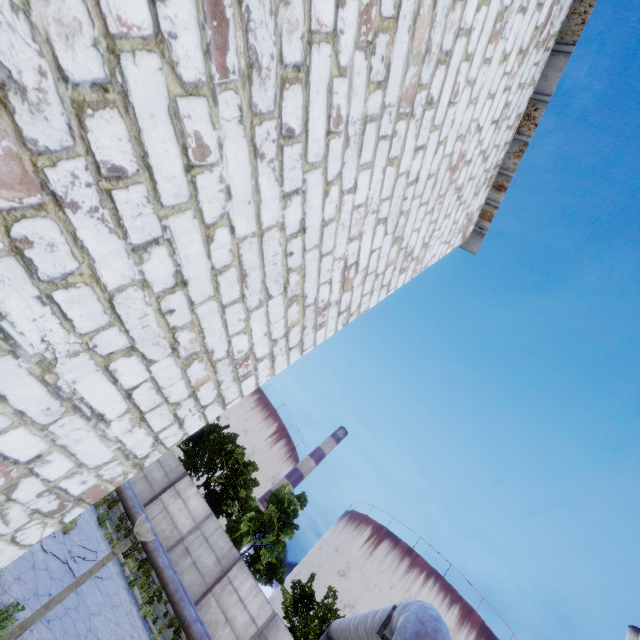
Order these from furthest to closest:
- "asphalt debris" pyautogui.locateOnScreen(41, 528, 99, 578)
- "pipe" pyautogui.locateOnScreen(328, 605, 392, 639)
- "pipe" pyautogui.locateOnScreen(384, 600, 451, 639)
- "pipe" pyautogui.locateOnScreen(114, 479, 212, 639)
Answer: "pipe" pyautogui.locateOnScreen(114, 479, 212, 639), "asphalt debris" pyautogui.locateOnScreen(41, 528, 99, 578), "pipe" pyautogui.locateOnScreen(328, 605, 392, 639), "pipe" pyautogui.locateOnScreen(384, 600, 451, 639)

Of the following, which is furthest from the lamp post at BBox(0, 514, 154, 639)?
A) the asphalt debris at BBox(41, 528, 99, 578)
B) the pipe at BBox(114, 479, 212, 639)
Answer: the asphalt debris at BBox(41, 528, 99, 578)

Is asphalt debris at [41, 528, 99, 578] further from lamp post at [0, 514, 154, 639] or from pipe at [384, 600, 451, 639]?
lamp post at [0, 514, 154, 639]

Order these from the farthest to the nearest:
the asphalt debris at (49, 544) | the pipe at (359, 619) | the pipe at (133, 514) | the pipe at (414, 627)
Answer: the pipe at (133, 514)
the asphalt debris at (49, 544)
the pipe at (359, 619)
the pipe at (414, 627)

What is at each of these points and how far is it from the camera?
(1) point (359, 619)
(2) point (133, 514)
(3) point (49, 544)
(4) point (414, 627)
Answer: (1) pipe, 6.34m
(2) pipe, 15.44m
(3) asphalt debris, 9.32m
(4) pipe, 3.30m

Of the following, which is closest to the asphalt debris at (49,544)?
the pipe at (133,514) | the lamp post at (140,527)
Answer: the pipe at (133,514)

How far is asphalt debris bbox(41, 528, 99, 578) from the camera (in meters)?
9.35

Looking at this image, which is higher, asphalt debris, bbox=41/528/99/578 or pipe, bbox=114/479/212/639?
pipe, bbox=114/479/212/639
